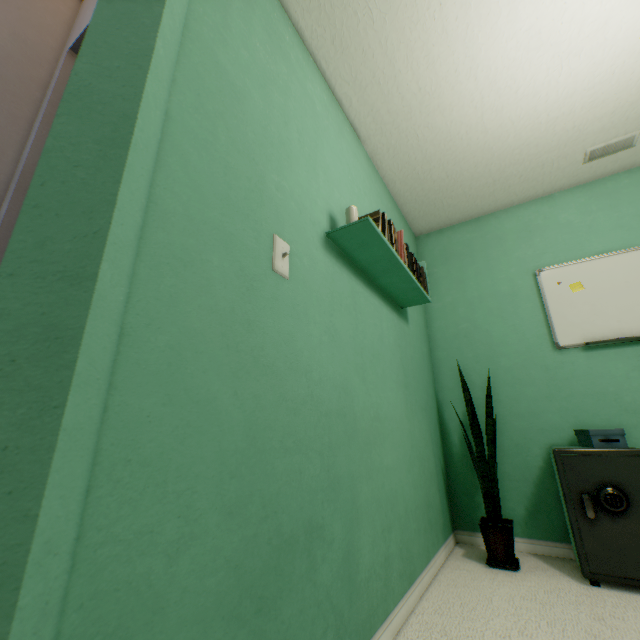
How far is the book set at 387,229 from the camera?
1.54m

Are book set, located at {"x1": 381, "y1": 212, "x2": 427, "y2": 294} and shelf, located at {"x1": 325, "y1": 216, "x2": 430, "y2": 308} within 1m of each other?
yes

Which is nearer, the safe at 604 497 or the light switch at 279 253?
the light switch at 279 253

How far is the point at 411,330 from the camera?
2.3m

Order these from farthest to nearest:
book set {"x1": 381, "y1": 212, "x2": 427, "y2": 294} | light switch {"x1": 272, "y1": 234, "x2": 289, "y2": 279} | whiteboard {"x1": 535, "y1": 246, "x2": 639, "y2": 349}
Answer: whiteboard {"x1": 535, "y1": 246, "x2": 639, "y2": 349}, book set {"x1": 381, "y1": 212, "x2": 427, "y2": 294}, light switch {"x1": 272, "y1": 234, "x2": 289, "y2": 279}

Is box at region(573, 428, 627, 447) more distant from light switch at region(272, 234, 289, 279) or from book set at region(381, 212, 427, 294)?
light switch at region(272, 234, 289, 279)

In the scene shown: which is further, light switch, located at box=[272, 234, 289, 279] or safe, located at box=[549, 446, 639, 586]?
safe, located at box=[549, 446, 639, 586]
